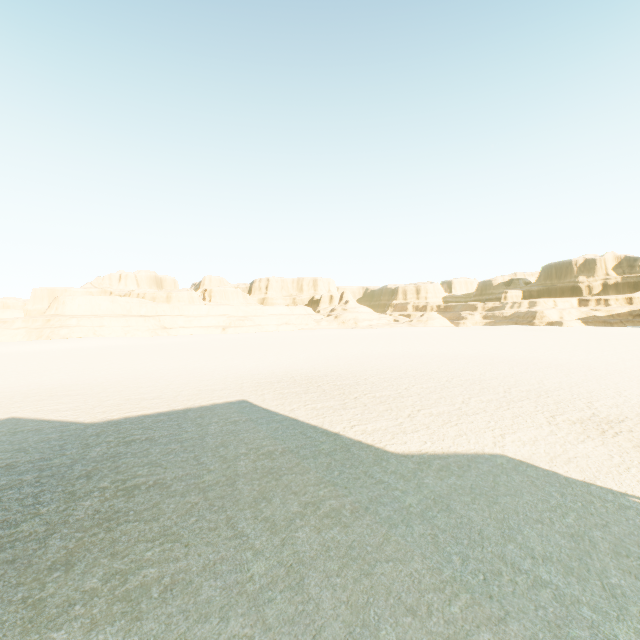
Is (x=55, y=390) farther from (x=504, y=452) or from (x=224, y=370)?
(x=504, y=452)
